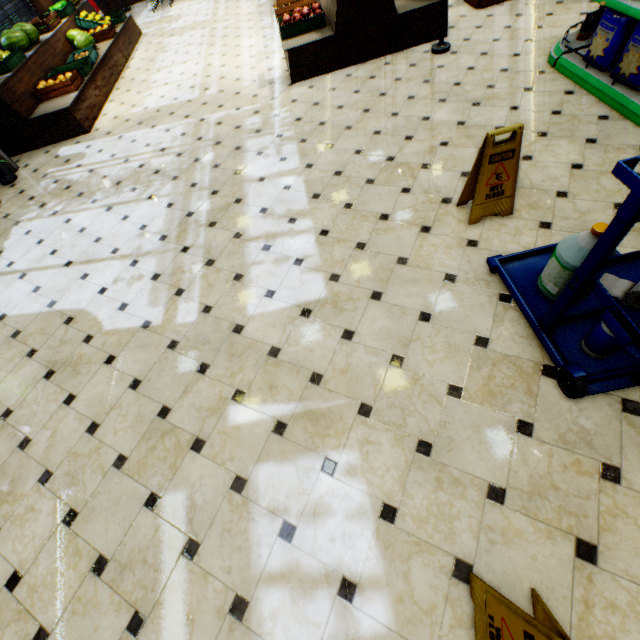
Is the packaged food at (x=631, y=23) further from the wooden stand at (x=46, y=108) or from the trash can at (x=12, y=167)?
the trash can at (x=12, y=167)

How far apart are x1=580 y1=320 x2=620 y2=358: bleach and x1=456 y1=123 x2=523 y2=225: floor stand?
1.3m

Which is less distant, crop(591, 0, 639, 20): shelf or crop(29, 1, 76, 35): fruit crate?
crop(591, 0, 639, 20): shelf

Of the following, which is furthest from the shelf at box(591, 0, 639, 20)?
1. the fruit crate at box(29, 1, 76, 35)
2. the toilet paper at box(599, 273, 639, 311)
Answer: the fruit crate at box(29, 1, 76, 35)

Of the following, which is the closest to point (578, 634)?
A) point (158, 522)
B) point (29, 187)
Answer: point (158, 522)

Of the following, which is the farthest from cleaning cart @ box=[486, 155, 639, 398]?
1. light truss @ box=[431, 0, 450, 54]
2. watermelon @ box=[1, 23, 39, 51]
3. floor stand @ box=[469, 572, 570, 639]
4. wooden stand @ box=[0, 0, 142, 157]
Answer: watermelon @ box=[1, 23, 39, 51]

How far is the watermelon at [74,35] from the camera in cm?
710

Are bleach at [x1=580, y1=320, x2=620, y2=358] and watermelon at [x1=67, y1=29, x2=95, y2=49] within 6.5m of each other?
no
